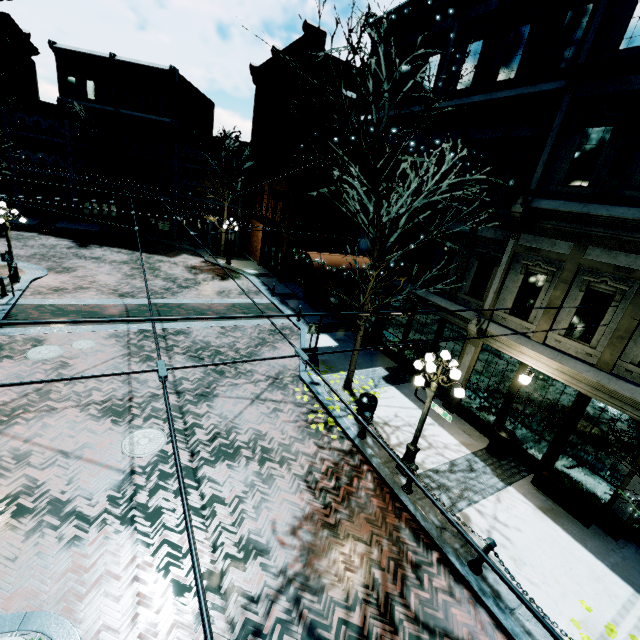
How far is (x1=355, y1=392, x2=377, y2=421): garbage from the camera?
9.9m

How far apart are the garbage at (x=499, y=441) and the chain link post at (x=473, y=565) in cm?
354

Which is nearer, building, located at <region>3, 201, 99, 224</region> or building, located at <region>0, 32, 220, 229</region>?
building, located at <region>0, 32, 220, 229</region>

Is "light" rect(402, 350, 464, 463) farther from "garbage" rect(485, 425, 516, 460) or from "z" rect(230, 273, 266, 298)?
"z" rect(230, 273, 266, 298)

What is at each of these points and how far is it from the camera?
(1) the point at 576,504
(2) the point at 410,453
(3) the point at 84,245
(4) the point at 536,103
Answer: (1) planter, 8.1 meters
(2) light, 8.4 meters
(3) z, 24.6 meters
(4) building, 9.2 meters

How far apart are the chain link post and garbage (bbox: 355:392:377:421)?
3.16m

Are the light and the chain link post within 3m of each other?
yes

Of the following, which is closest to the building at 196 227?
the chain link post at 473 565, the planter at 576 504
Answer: the planter at 576 504
